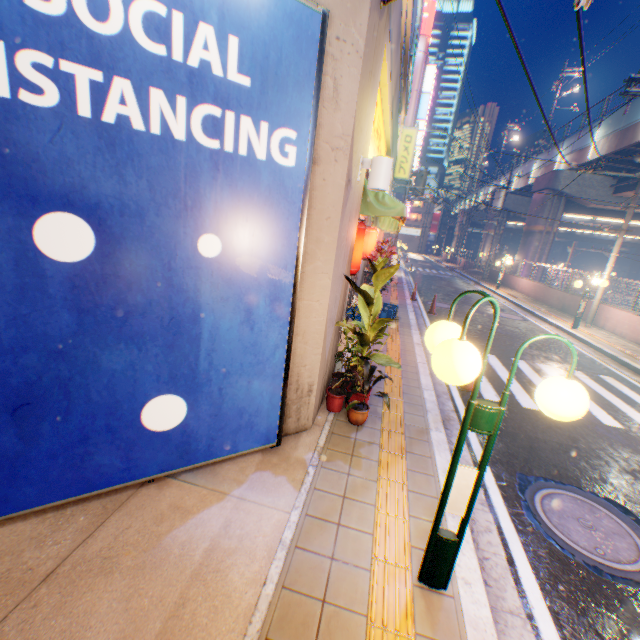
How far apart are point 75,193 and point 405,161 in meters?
17.9 m

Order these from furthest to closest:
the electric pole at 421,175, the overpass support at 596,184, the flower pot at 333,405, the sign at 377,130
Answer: the overpass support at 596,184, the electric pole at 421,175, the sign at 377,130, the flower pot at 333,405

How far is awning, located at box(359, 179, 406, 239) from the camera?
5.27m

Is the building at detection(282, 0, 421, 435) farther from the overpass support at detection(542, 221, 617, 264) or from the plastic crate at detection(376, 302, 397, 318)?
the overpass support at detection(542, 221, 617, 264)

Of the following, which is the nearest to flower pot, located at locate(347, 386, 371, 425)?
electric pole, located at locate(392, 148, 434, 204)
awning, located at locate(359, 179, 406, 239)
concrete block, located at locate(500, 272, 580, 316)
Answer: awning, located at locate(359, 179, 406, 239)

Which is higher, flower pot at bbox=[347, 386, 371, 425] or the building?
the building

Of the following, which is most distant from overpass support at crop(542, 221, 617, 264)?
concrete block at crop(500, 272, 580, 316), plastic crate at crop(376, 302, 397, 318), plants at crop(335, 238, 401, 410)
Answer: plastic crate at crop(376, 302, 397, 318)

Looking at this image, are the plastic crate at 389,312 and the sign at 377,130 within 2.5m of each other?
no
